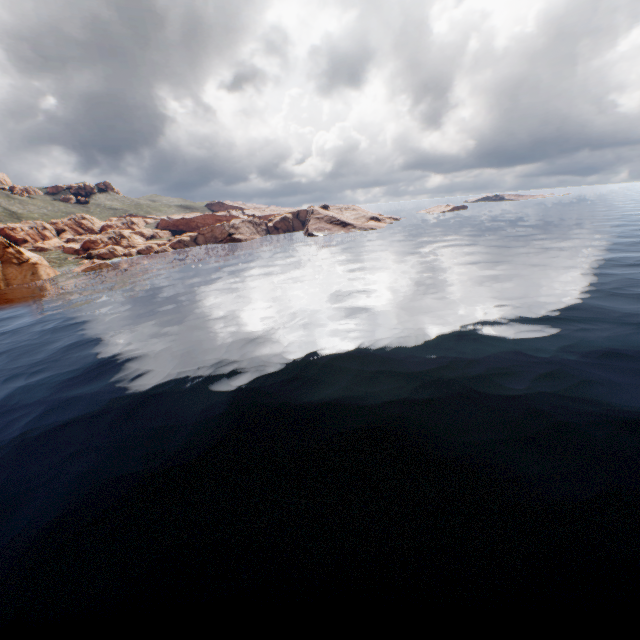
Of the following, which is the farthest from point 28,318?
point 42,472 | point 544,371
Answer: point 544,371
